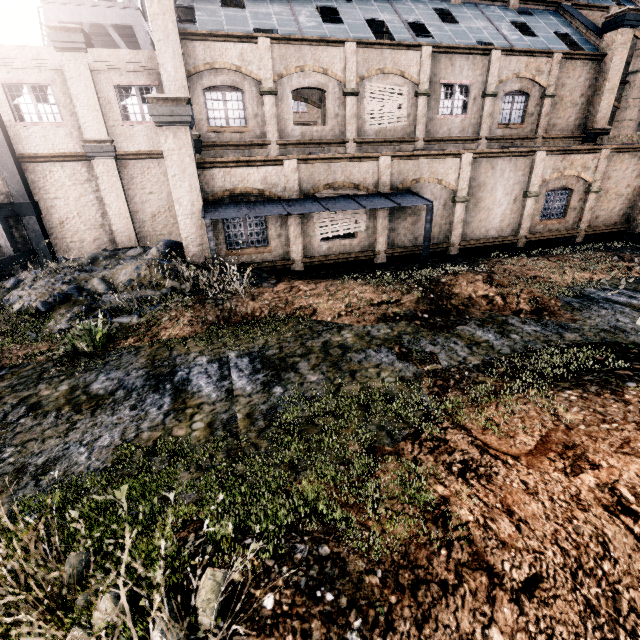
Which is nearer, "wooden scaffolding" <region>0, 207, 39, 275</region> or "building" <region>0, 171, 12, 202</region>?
"wooden scaffolding" <region>0, 207, 39, 275</region>

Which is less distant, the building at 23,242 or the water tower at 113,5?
the building at 23,242

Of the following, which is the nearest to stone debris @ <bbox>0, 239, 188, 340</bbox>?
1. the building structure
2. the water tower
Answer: the building structure

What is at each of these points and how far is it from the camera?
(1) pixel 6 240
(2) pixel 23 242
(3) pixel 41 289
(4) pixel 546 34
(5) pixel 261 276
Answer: (1) wooden scaffolding, 15.8 meters
(2) building, 17.4 meters
(3) stone debris, 11.7 meters
(4) building, 21.1 meters
(5) stone debris, 14.5 meters

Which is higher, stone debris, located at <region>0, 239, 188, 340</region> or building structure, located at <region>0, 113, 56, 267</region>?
building structure, located at <region>0, 113, 56, 267</region>

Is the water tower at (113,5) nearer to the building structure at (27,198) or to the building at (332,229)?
the building at (332,229)

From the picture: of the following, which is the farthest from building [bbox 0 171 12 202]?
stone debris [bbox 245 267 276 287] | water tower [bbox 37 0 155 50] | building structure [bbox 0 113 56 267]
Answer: water tower [bbox 37 0 155 50]

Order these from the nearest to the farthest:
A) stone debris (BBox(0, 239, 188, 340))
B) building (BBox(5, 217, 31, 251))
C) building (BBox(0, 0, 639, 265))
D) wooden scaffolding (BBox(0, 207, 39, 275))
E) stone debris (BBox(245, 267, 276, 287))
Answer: stone debris (BBox(0, 239, 188, 340)), stone debris (BBox(245, 267, 276, 287)), building (BBox(0, 0, 639, 265)), wooden scaffolding (BBox(0, 207, 39, 275)), building (BBox(5, 217, 31, 251))
